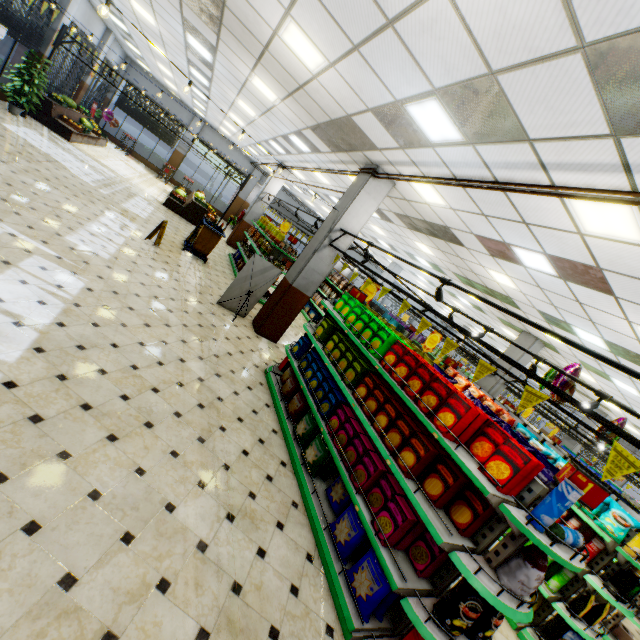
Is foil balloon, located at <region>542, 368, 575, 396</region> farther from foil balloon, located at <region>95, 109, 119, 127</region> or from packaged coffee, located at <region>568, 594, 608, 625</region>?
foil balloon, located at <region>95, 109, 119, 127</region>

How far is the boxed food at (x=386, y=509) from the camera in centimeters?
311cm

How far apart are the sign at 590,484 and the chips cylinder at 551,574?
3.2 meters

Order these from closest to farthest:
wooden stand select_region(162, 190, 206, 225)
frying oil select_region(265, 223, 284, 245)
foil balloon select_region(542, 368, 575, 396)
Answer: foil balloon select_region(542, 368, 575, 396) → frying oil select_region(265, 223, 284, 245) → wooden stand select_region(162, 190, 206, 225)

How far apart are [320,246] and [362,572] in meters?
6.3 m

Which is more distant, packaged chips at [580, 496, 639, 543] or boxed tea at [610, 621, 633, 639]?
boxed tea at [610, 621, 633, 639]

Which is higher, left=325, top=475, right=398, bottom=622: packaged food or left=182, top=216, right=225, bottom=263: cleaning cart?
left=182, top=216, right=225, bottom=263: cleaning cart

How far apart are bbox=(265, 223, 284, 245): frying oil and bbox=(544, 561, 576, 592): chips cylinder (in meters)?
10.57
